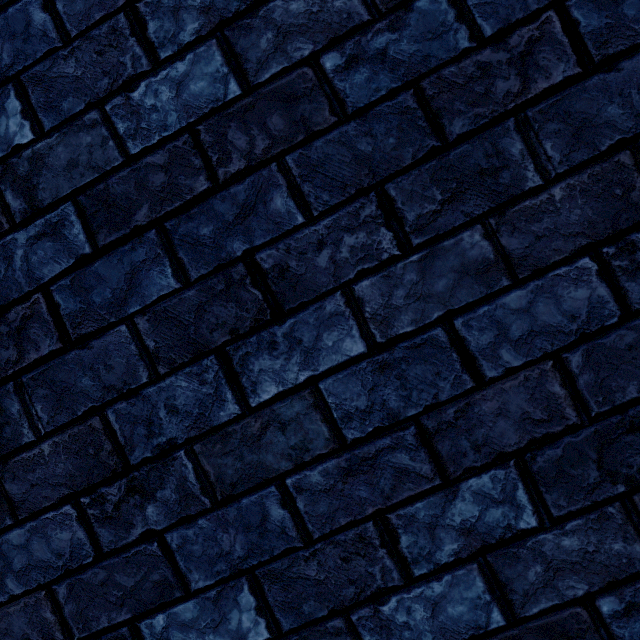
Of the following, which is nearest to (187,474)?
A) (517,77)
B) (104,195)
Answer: (104,195)
